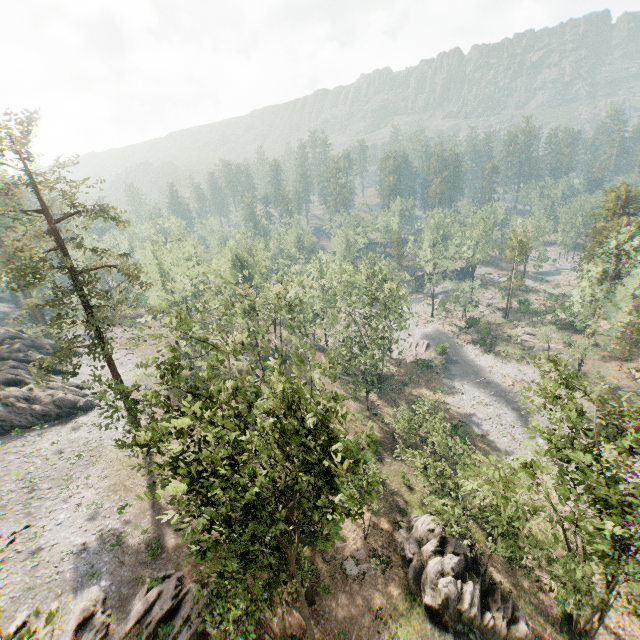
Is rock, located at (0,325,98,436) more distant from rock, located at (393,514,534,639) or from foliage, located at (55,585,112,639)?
rock, located at (393,514,534,639)

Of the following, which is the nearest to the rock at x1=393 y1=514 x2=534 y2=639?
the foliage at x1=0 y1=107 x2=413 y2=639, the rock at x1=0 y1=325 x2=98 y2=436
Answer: the foliage at x1=0 y1=107 x2=413 y2=639

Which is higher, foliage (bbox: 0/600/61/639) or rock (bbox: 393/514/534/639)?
foliage (bbox: 0/600/61/639)

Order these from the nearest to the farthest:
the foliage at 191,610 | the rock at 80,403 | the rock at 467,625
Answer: the foliage at 191,610 → the rock at 467,625 → the rock at 80,403

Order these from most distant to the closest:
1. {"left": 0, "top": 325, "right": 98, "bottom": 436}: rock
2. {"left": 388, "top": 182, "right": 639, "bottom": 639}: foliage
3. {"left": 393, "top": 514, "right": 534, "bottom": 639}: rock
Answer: {"left": 0, "top": 325, "right": 98, "bottom": 436}: rock, {"left": 393, "top": 514, "right": 534, "bottom": 639}: rock, {"left": 388, "top": 182, "right": 639, "bottom": 639}: foliage

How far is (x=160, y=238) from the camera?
59.7 meters

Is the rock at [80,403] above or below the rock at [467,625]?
above
